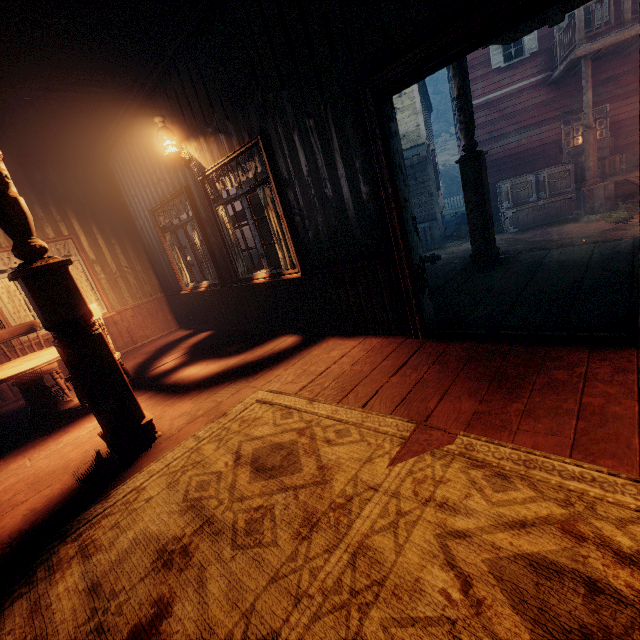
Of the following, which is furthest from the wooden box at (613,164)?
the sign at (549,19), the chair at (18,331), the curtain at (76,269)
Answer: the chair at (18,331)

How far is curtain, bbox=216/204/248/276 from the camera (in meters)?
4.60

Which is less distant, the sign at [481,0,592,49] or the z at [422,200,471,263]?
Answer: the sign at [481,0,592,49]

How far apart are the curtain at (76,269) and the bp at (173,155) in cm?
308

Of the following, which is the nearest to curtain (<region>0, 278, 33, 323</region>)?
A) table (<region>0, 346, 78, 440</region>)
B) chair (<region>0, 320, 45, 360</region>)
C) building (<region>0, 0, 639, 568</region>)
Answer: building (<region>0, 0, 639, 568</region>)

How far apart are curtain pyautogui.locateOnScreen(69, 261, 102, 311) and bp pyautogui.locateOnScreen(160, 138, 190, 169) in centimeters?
308cm

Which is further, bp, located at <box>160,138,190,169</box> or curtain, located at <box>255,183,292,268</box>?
bp, located at <box>160,138,190,169</box>

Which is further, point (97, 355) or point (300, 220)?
point (300, 220)
